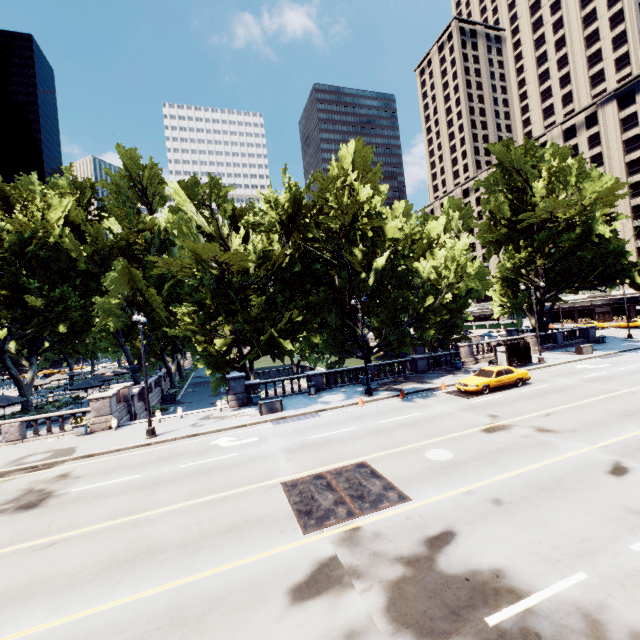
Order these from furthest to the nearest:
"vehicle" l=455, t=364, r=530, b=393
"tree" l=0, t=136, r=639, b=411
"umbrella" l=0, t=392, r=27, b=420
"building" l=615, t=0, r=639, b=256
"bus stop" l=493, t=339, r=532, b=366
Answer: "building" l=615, t=0, r=639, b=256 → "bus stop" l=493, t=339, r=532, b=366 → "umbrella" l=0, t=392, r=27, b=420 → "tree" l=0, t=136, r=639, b=411 → "vehicle" l=455, t=364, r=530, b=393

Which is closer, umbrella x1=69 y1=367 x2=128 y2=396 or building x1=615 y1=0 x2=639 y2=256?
umbrella x1=69 y1=367 x2=128 y2=396

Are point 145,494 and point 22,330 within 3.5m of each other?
no

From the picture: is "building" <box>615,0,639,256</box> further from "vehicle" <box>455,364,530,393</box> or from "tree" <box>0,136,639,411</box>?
"vehicle" <box>455,364,530,393</box>

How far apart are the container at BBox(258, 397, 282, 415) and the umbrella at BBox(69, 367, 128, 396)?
23.6m

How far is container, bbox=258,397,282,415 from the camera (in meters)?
21.38

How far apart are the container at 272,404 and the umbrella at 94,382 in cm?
2358

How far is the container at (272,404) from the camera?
21.4 meters
